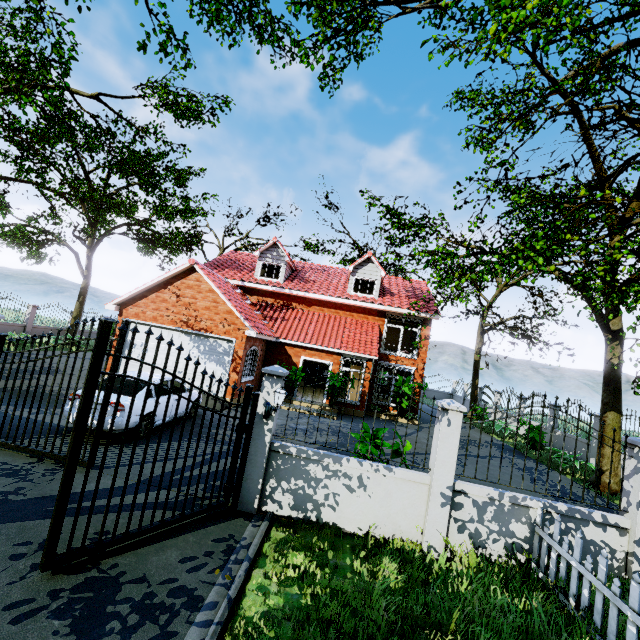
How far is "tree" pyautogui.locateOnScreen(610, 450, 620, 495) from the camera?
11.1m

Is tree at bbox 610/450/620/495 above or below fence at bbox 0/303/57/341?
below

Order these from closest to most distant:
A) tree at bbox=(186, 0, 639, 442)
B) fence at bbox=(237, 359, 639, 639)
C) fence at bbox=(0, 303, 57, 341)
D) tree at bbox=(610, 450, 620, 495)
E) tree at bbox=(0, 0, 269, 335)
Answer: fence at bbox=(237, 359, 639, 639), tree at bbox=(186, 0, 639, 442), tree at bbox=(610, 450, 620, 495), tree at bbox=(0, 0, 269, 335), fence at bbox=(0, 303, 57, 341)

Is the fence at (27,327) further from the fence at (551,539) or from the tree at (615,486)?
the fence at (551,539)

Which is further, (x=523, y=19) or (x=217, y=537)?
(x=523, y=19)

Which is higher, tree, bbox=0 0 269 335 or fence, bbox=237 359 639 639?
tree, bbox=0 0 269 335

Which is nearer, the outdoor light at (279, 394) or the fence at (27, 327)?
the outdoor light at (279, 394)

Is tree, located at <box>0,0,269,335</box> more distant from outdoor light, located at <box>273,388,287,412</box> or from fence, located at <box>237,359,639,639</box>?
outdoor light, located at <box>273,388,287,412</box>
